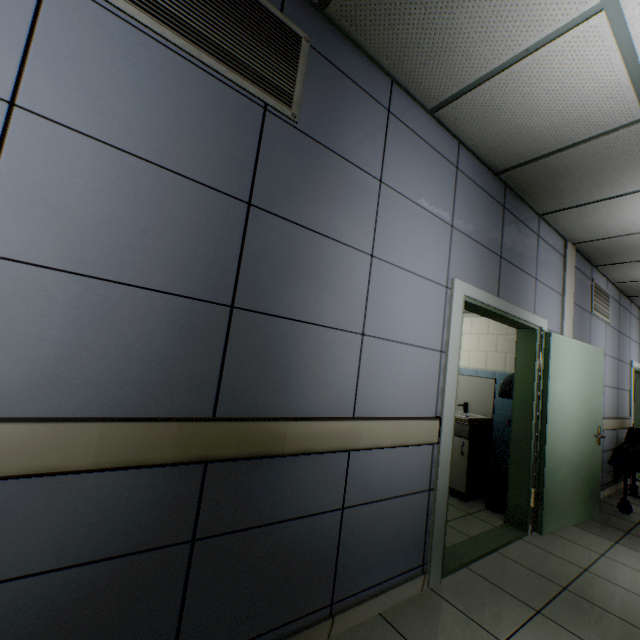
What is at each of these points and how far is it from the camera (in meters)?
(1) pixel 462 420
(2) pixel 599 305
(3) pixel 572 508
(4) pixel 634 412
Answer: (1) sink, 3.89
(2) ventilation grill, 4.82
(3) door, 3.51
(4) door, 6.95

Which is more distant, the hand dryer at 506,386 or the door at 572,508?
the hand dryer at 506,386

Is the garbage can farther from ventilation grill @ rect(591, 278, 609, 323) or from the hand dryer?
ventilation grill @ rect(591, 278, 609, 323)

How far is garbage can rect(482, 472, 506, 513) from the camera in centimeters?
361cm

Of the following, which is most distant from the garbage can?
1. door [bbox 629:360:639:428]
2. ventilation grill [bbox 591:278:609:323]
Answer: door [bbox 629:360:639:428]

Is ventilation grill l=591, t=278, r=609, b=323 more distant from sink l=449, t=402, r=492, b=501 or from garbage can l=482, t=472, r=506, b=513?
garbage can l=482, t=472, r=506, b=513

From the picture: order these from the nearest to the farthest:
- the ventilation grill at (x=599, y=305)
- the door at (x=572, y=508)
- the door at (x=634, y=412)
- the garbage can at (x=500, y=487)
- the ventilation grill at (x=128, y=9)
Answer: the ventilation grill at (x=128, y=9)
the door at (x=572, y=508)
the garbage can at (x=500, y=487)
the ventilation grill at (x=599, y=305)
the door at (x=634, y=412)

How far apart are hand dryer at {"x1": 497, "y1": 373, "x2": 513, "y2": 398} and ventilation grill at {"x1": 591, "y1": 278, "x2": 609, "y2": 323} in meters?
2.0
